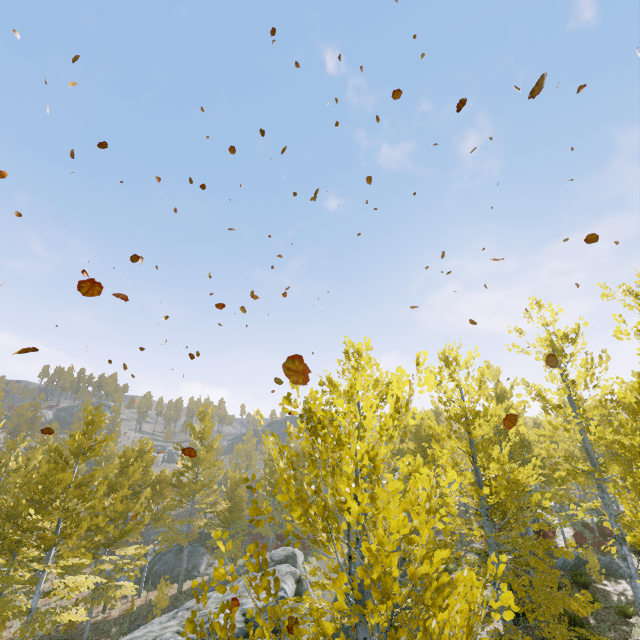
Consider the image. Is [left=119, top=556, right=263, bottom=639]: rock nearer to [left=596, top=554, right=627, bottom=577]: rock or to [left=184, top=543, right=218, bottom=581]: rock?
[left=184, top=543, right=218, bottom=581]: rock

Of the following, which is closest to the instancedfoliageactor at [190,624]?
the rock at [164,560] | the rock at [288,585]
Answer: the rock at [288,585]

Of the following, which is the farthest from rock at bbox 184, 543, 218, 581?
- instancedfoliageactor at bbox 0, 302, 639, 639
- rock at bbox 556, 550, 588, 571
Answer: rock at bbox 556, 550, 588, 571

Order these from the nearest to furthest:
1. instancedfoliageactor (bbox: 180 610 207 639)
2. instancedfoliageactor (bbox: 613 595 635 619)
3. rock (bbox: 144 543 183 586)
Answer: instancedfoliageactor (bbox: 180 610 207 639), instancedfoliageactor (bbox: 613 595 635 619), rock (bbox: 144 543 183 586)

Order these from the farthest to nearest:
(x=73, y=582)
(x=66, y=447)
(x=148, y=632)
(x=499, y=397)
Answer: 1. (x=66, y=447)
2. (x=499, y=397)
3. (x=73, y=582)
4. (x=148, y=632)

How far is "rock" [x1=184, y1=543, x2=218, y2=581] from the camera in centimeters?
2580cm

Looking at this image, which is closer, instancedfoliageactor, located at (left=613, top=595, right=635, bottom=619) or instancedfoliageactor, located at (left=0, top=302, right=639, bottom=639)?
instancedfoliageactor, located at (left=0, top=302, right=639, bottom=639)

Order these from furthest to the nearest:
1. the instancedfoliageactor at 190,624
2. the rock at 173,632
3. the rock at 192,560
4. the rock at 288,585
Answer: the rock at 192,560, the rock at 288,585, the rock at 173,632, the instancedfoliageactor at 190,624
